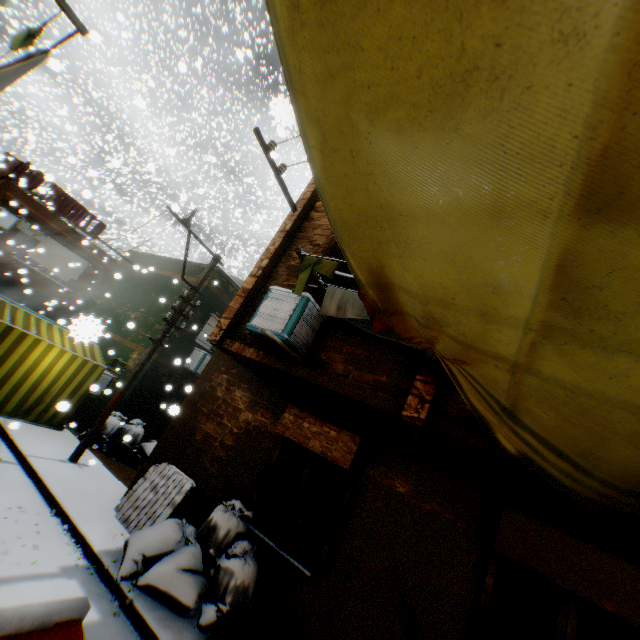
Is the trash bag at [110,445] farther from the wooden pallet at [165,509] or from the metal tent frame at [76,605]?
the metal tent frame at [76,605]

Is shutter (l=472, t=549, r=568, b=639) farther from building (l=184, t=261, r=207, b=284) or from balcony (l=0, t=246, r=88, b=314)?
balcony (l=0, t=246, r=88, b=314)

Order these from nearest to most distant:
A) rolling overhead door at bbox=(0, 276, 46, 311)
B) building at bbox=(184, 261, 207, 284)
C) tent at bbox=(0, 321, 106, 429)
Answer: tent at bbox=(0, 321, 106, 429) → building at bbox=(184, 261, 207, 284) → rolling overhead door at bbox=(0, 276, 46, 311)

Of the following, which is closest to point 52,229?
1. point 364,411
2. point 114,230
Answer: point 114,230

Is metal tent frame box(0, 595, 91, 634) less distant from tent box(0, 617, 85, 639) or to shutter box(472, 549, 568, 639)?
tent box(0, 617, 85, 639)

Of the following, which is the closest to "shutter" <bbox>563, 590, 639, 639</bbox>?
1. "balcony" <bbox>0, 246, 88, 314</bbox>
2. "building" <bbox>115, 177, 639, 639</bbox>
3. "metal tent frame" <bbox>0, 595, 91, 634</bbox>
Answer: "building" <bbox>115, 177, 639, 639</bbox>

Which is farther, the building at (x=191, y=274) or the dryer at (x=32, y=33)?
the building at (x=191, y=274)

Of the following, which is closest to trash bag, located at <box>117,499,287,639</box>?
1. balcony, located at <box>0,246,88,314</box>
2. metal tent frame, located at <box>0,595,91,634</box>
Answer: balcony, located at <box>0,246,88,314</box>
